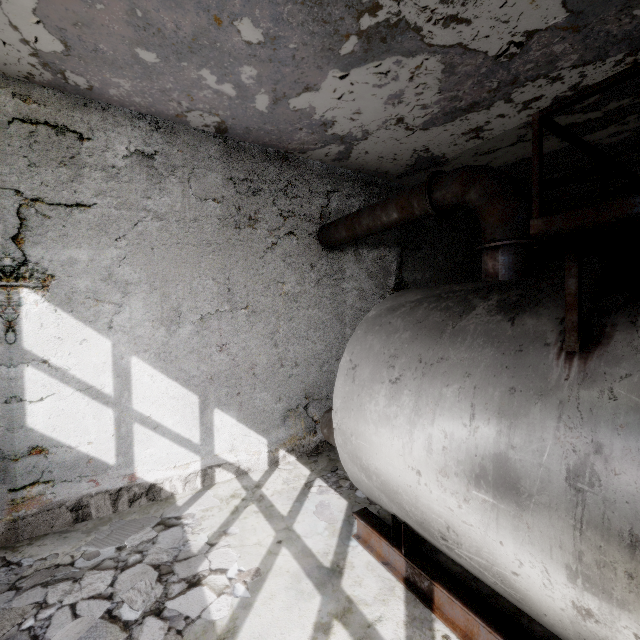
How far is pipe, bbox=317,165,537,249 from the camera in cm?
395

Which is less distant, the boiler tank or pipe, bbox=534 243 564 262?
the boiler tank

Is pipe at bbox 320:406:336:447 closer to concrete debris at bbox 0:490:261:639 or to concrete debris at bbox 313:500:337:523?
concrete debris at bbox 313:500:337:523

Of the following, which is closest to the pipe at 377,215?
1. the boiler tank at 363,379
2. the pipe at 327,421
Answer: the pipe at 327,421

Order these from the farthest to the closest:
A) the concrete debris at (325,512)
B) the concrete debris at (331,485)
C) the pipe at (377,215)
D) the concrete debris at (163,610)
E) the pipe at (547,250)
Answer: the pipe at (547,250)
the concrete debris at (331,485)
the concrete debris at (325,512)
the pipe at (377,215)
the concrete debris at (163,610)

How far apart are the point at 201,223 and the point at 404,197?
3.78m

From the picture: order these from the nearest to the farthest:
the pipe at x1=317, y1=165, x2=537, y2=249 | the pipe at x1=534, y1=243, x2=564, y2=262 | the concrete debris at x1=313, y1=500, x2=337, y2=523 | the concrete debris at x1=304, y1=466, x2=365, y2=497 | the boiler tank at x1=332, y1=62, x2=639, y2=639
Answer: the boiler tank at x1=332, y1=62, x2=639, y2=639 → the pipe at x1=317, y1=165, x2=537, y2=249 → the concrete debris at x1=313, y1=500, x2=337, y2=523 → the concrete debris at x1=304, y1=466, x2=365, y2=497 → the pipe at x1=534, y1=243, x2=564, y2=262

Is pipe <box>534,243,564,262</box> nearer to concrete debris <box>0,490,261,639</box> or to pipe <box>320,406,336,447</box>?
pipe <box>320,406,336,447</box>
